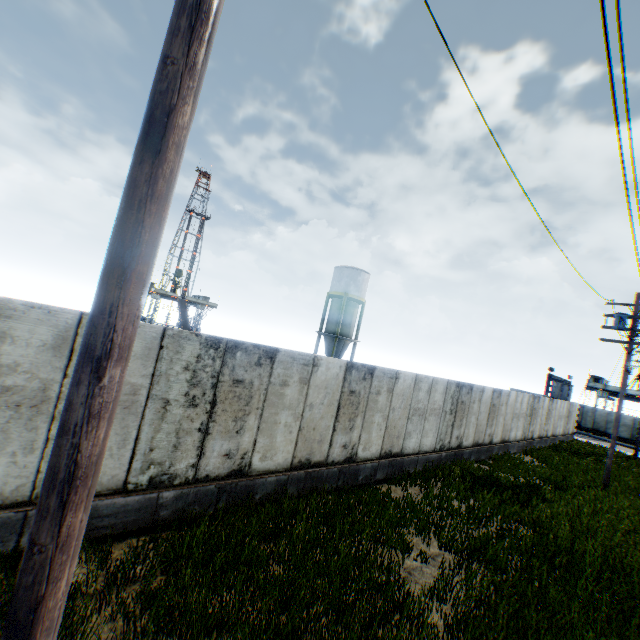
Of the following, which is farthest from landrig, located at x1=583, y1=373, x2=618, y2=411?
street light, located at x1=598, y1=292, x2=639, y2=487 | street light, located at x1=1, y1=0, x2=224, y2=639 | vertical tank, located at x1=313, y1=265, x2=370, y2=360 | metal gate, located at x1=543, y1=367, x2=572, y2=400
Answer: street light, located at x1=1, y1=0, x2=224, y2=639

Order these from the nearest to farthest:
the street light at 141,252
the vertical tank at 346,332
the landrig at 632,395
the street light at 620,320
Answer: the street light at 141,252
the street light at 620,320
the vertical tank at 346,332
the landrig at 632,395

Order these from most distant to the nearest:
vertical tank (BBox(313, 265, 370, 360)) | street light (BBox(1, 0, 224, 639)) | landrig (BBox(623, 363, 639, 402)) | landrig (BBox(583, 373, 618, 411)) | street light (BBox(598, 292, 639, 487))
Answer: landrig (BBox(583, 373, 618, 411)) → landrig (BBox(623, 363, 639, 402)) → vertical tank (BBox(313, 265, 370, 360)) → street light (BBox(598, 292, 639, 487)) → street light (BBox(1, 0, 224, 639))

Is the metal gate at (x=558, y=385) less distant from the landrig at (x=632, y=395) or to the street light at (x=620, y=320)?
the landrig at (x=632, y=395)

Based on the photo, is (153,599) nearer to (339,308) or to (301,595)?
(301,595)

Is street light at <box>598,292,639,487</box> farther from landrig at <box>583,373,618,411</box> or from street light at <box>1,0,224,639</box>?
landrig at <box>583,373,618,411</box>

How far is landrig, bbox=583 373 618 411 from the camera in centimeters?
4772cm
